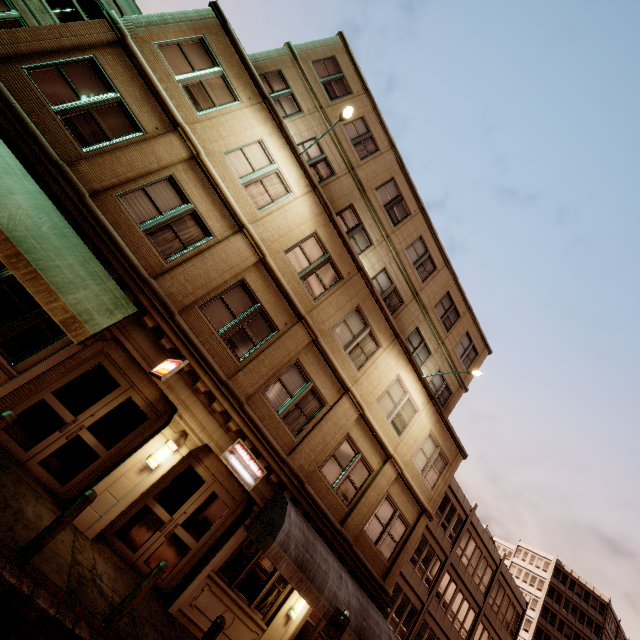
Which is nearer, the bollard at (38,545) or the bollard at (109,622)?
the bollard at (38,545)

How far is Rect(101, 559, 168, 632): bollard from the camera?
5.75m

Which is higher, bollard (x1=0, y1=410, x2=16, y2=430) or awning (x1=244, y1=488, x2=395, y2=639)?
awning (x1=244, y1=488, x2=395, y2=639)

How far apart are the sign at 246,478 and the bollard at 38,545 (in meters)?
3.82

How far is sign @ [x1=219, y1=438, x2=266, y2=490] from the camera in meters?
9.6

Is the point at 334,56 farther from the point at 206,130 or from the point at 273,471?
the point at 273,471

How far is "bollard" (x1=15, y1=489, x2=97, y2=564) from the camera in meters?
5.2

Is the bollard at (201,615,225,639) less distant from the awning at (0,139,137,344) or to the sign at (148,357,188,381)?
the sign at (148,357,188,381)
